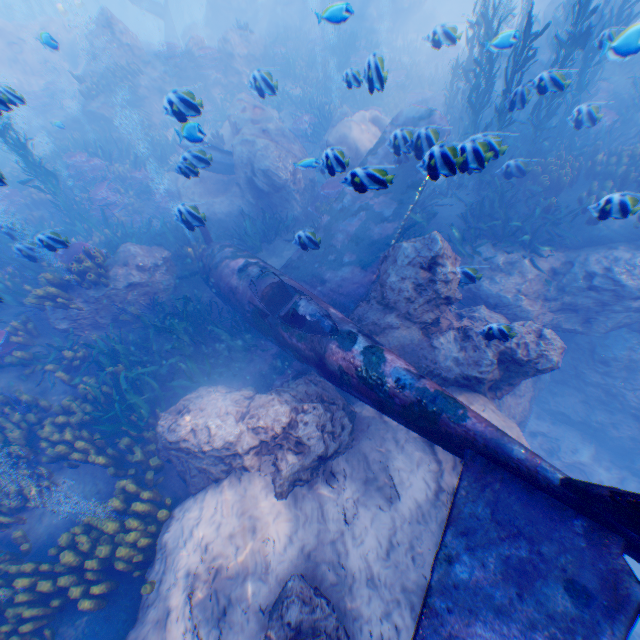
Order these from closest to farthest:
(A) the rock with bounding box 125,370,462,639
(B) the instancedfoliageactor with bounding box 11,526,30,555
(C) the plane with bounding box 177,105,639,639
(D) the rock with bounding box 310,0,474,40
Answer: (C) the plane with bounding box 177,105,639,639 < (A) the rock with bounding box 125,370,462,639 < (B) the instancedfoliageactor with bounding box 11,526,30,555 < (D) the rock with bounding box 310,0,474,40

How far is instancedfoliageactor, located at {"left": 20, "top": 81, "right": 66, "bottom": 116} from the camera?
17.1m

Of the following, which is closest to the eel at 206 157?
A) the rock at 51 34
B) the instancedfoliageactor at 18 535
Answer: the rock at 51 34

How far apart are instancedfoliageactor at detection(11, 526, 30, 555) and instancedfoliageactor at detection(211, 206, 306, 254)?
8.1 meters

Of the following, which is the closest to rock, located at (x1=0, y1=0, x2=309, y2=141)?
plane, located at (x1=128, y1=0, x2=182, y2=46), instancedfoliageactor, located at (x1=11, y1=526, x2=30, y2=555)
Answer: plane, located at (x1=128, y1=0, x2=182, y2=46)

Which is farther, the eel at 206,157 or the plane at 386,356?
the eel at 206,157

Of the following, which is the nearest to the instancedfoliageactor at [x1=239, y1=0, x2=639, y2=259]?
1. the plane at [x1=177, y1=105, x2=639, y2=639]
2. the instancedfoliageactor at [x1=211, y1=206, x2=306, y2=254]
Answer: the plane at [x1=177, y1=105, x2=639, y2=639]

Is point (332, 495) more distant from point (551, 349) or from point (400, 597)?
point (551, 349)
